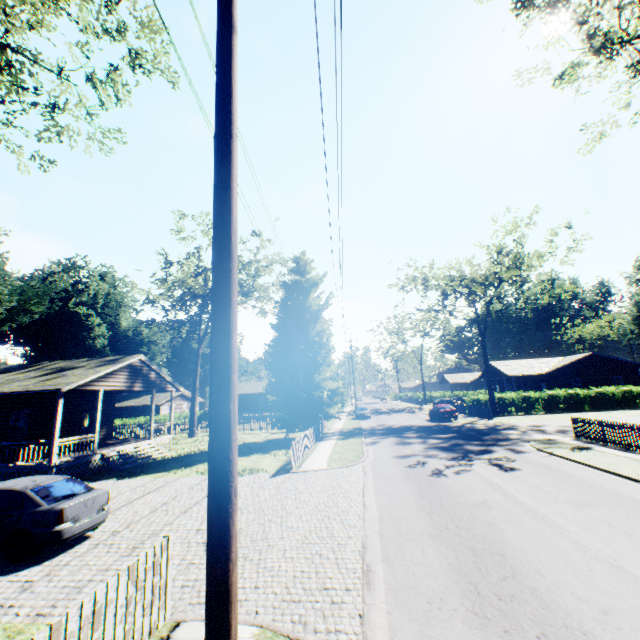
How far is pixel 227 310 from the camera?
2.6 meters

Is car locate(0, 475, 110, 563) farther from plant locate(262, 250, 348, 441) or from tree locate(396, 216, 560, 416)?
tree locate(396, 216, 560, 416)

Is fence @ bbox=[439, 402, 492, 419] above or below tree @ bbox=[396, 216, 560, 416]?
below

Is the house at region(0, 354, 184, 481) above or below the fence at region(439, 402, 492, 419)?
above

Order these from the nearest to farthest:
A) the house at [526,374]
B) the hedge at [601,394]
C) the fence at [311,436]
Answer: the fence at [311,436]
the hedge at [601,394]
the house at [526,374]

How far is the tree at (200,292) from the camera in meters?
29.0

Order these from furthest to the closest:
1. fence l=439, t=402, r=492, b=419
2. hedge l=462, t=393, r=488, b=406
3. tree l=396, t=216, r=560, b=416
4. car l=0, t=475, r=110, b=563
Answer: hedge l=462, t=393, r=488, b=406 → tree l=396, t=216, r=560, b=416 → fence l=439, t=402, r=492, b=419 → car l=0, t=475, r=110, b=563

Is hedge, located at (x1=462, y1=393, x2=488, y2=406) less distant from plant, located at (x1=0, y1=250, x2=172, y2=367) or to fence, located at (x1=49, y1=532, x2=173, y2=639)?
plant, located at (x1=0, y1=250, x2=172, y2=367)
